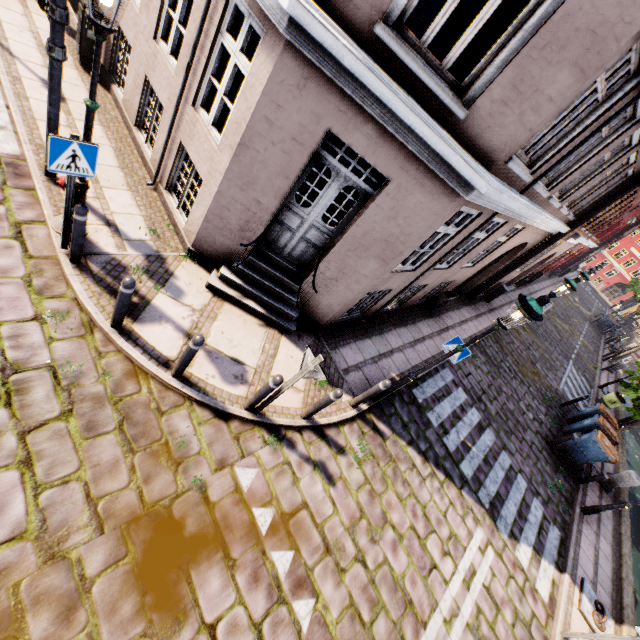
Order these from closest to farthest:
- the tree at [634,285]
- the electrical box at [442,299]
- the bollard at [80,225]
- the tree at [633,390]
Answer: the bollard at [80,225] < the electrical box at [442,299] < the tree at [633,390] < the tree at [634,285]

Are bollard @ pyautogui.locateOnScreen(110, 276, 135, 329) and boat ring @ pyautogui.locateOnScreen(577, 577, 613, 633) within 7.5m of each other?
no

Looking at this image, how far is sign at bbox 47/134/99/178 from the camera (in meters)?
3.75

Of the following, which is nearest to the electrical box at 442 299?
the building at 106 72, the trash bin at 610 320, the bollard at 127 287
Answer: the building at 106 72

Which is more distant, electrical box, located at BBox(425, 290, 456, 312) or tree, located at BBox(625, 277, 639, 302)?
tree, located at BBox(625, 277, 639, 302)

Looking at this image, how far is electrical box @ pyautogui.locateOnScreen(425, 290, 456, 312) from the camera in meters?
11.0

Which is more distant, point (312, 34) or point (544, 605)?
point (544, 605)

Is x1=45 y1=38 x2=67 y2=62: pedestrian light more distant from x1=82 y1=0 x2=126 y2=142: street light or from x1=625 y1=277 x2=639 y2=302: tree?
x1=625 y1=277 x2=639 y2=302: tree
